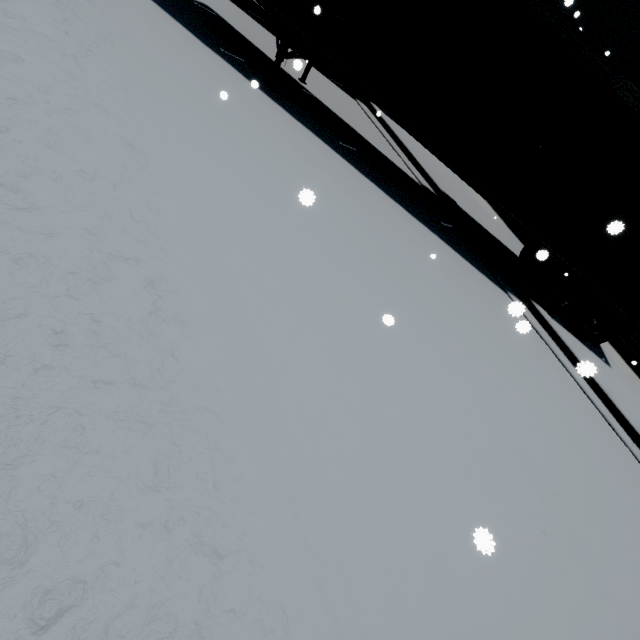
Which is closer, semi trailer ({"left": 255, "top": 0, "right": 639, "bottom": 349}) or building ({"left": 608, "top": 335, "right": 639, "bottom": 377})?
semi trailer ({"left": 255, "top": 0, "right": 639, "bottom": 349})

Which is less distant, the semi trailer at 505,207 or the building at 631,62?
the semi trailer at 505,207

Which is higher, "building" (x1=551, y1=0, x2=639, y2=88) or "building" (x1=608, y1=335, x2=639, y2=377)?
"building" (x1=551, y1=0, x2=639, y2=88)

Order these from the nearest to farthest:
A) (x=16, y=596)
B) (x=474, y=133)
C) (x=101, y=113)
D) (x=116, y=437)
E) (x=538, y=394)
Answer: (x=16, y=596)
(x=116, y=437)
(x=101, y=113)
(x=538, y=394)
(x=474, y=133)

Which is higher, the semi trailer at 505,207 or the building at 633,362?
the semi trailer at 505,207

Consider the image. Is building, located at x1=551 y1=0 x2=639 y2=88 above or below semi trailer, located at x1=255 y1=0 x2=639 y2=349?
above
